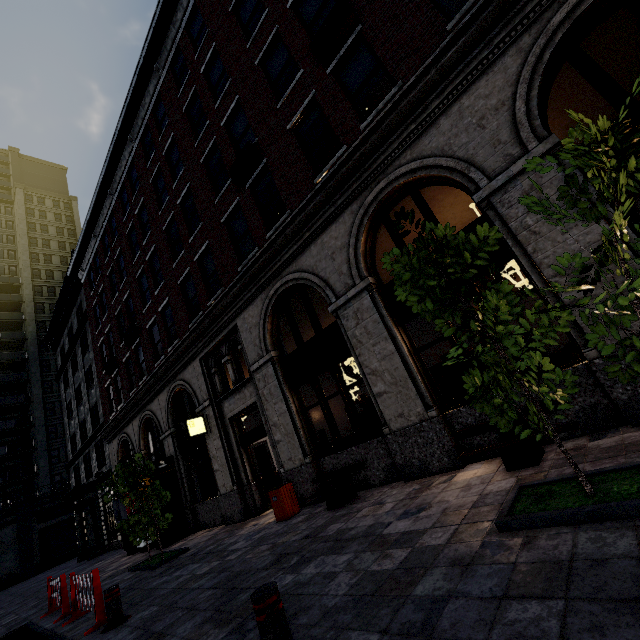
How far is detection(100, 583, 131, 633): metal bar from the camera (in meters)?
5.37

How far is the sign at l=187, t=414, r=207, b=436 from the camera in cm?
1166

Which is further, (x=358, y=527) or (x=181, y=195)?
(x=181, y=195)

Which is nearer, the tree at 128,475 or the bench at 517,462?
the bench at 517,462

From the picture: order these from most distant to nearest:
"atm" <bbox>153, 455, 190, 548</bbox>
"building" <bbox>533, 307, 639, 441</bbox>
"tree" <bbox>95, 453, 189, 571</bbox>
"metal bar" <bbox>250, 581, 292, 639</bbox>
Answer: "atm" <bbox>153, 455, 190, 548</bbox> → "tree" <bbox>95, 453, 189, 571</bbox> → "building" <bbox>533, 307, 639, 441</bbox> → "metal bar" <bbox>250, 581, 292, 639</bbox>

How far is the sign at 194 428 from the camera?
11.7 meters

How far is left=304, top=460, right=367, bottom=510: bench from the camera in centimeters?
705cm

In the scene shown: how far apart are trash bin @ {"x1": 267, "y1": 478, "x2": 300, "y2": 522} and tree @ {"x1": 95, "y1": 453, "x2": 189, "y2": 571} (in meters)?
4.15
